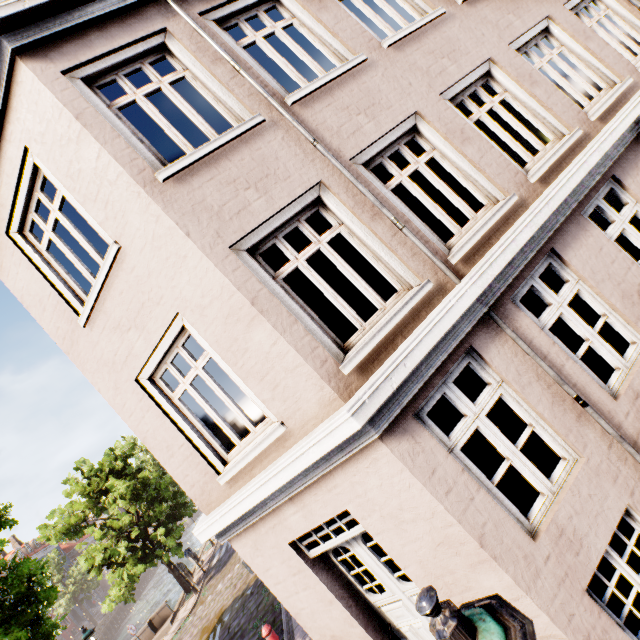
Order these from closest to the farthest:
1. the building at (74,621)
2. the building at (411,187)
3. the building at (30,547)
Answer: the building at (411,187), the building at (74,621), the building at (30,547)

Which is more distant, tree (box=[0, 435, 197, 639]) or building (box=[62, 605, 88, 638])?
building (box=[62, 605, 88, 638])

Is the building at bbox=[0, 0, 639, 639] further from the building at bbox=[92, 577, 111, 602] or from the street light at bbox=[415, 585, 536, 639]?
the building at bbox=[92, 577, 111, 602]

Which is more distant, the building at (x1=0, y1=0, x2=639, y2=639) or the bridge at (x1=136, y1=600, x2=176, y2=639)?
the bridge at (x1=136, y1=600, x2=176, y2=639)

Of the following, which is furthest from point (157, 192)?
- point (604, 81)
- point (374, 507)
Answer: point (604, 81)

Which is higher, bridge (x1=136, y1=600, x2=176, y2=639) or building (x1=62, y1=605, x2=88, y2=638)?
building (x1=62, y1=605, x2=88, y2=638)

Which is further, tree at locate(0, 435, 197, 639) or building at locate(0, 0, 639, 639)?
tree at locate(0, 435, 197, 639)

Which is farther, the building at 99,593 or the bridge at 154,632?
the building at 99,593
